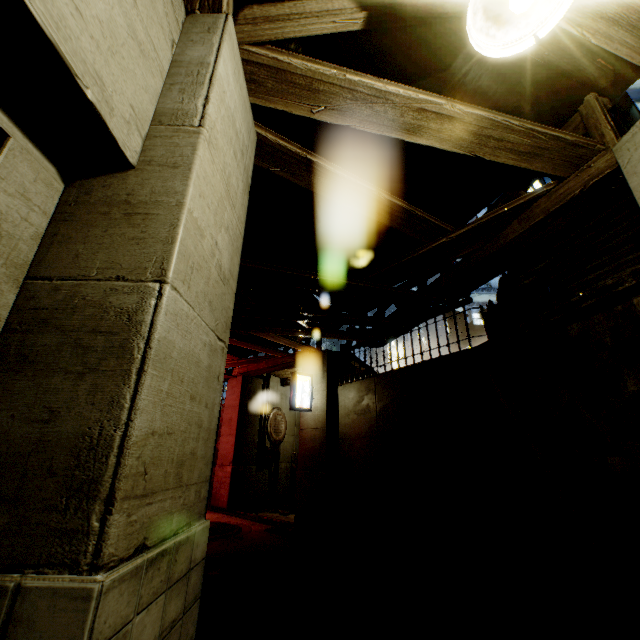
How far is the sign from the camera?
9.9m

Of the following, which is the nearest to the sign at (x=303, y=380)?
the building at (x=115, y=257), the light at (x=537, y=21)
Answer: the building at (x=115, y=257)

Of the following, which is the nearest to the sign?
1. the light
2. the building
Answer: the building

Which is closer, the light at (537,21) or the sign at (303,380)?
the light at (537,21)

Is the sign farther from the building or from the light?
the light

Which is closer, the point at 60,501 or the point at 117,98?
the point at 60,501
